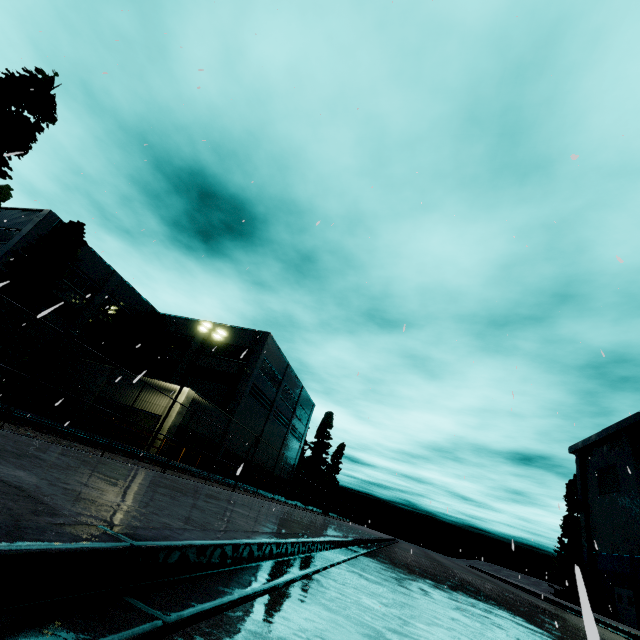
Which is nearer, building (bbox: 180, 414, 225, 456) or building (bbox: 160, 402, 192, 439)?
building (bbox: 160, 402, 192, 439)

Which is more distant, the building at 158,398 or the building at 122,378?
the building at 122,378

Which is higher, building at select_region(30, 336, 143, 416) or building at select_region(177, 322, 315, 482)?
building at select_region(177, 322, 315, 482)

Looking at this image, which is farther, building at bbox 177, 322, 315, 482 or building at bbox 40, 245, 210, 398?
building at bbox 177, 322, 315, 482

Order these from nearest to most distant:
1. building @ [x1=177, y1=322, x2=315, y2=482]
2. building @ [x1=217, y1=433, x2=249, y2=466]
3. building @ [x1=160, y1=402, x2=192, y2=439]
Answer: building @ [x1=160, y1=402, x2=192, y2=439] → building @ [x1=217, y1=433, x2=249, y2=466] → building @ [x1=177, y1=322, x2=315, y2=482]

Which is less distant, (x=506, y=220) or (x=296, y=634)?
(x=296, y=634)

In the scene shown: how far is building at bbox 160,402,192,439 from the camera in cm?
2341

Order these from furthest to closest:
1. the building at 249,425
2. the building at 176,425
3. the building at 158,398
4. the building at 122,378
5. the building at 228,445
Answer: the building at 249,425, the building at 228,445, the building at 122,378, the building at 158,398, the building at 176,425
